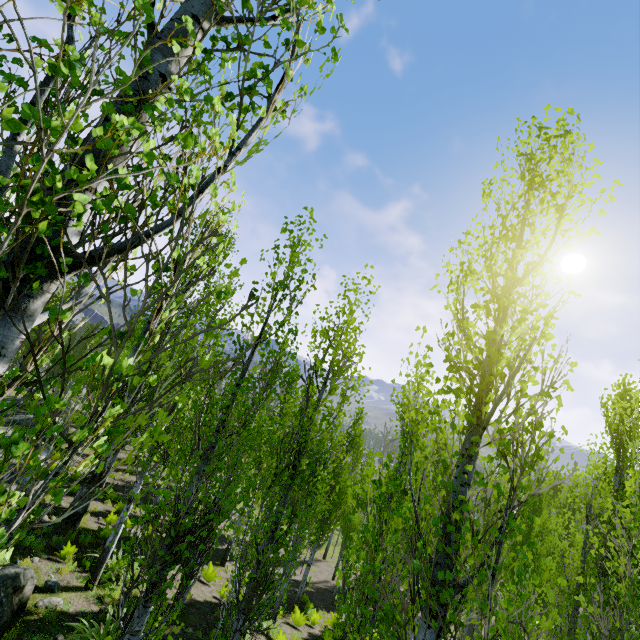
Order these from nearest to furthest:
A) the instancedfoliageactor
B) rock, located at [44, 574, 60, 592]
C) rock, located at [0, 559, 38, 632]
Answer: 1. the instancedfoliageactor
2. rock, located at [0, 559, 38, 632]
3. rock, located at [44, 574, 60, 592]

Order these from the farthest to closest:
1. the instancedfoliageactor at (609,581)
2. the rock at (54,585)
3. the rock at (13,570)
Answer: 1. the rock at (54,585)
2. the rock at (13,570)
3. the instancedfoliageactor at (609,581)

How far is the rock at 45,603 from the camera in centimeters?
821cm

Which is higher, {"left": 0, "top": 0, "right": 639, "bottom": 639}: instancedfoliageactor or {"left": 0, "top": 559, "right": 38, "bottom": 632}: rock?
{"left": 0, "top": 0, "right": 639, "bottom": 639}: instancedfoliageactor

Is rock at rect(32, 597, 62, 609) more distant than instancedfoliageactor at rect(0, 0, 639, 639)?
Yes

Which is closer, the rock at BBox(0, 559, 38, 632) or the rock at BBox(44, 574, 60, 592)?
the rock at BBox(0, 559, 38, 632)

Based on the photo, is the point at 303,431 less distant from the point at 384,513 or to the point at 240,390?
the point at 240,390
